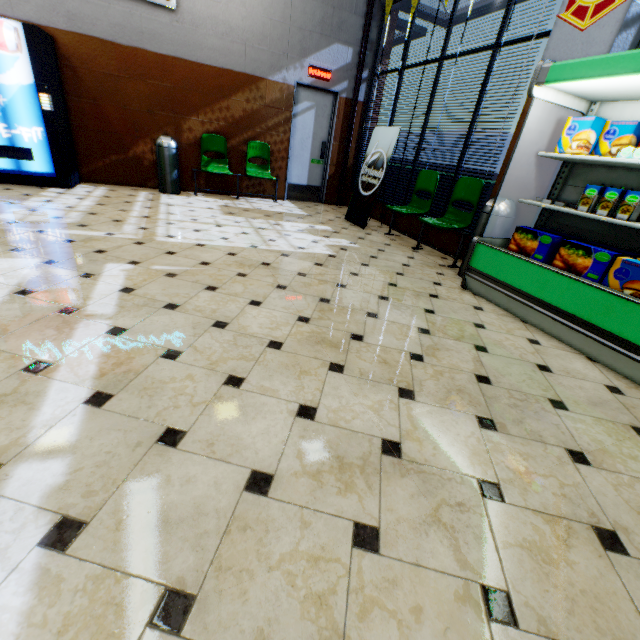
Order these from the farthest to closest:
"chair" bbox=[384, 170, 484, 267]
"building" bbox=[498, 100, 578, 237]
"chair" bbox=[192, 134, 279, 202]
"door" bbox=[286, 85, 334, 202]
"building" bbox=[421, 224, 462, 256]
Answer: "door" bbox=[286, 85, 334, 202], "chair" bbox=[192, 134, 279, 202], "building" bbox=[421, 224, 462, 256], "chair" bbox=[384, 170, 484, 267], "building" bbox=[498, 100, 578, 237]

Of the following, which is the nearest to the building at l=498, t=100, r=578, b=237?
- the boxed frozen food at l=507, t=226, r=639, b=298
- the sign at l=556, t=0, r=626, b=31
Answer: the sign at l=556, t=0, r=626, b=31

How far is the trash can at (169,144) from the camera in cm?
579

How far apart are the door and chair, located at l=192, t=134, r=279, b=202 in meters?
0.6 m

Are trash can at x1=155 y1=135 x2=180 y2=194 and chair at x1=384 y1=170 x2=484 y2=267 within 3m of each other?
no

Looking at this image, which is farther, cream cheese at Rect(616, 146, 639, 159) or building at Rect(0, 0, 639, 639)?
cream cheese at Rect(616, 146, 639, 159)

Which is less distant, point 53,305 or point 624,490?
point 624,490

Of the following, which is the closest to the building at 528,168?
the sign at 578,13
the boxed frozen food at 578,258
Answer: the sign at 578,13
